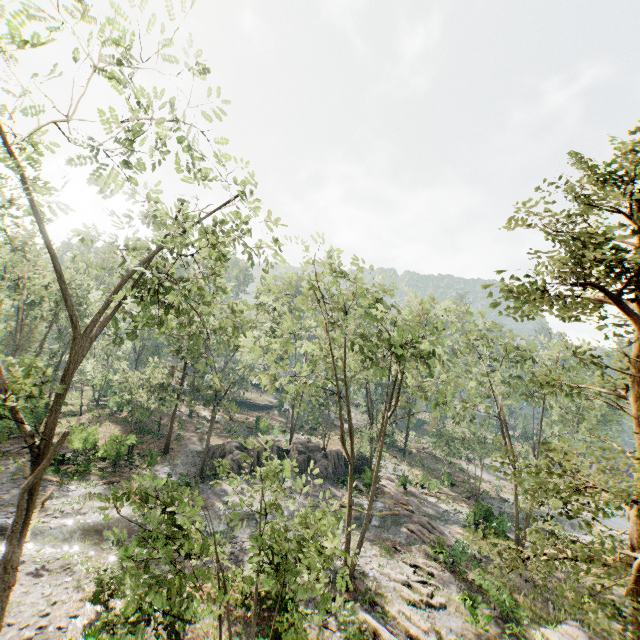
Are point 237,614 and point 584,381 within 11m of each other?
no

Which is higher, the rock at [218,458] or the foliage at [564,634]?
the rock at [218,458]

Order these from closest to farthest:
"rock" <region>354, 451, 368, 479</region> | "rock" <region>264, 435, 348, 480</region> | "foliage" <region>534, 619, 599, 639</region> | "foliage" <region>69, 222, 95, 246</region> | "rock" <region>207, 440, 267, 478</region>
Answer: "foliage" <region>69, 222, 95, 246</region>, "foliage" <region>534, 619, 599, 639</region>, "rock" <region>207, 440, 267, 478</region>, "rock" <region>354, 451, 368, 479</region>, "rock" <region>264, 435, 348, 480</region>

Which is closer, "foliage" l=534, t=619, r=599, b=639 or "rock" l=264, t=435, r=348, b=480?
"foliage" l=534, t=619, r=599, b=639

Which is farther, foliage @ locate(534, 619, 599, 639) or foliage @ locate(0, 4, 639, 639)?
foliage @ locate(534, 619, 599, 639)

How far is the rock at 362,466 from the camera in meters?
Answer: 32.8 m

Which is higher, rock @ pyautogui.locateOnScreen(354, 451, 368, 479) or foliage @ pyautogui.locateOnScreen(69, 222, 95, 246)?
foliage @ pyautogui.locateOnScreen(69, 222, 95, 246)

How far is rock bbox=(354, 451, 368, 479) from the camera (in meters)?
32.76
